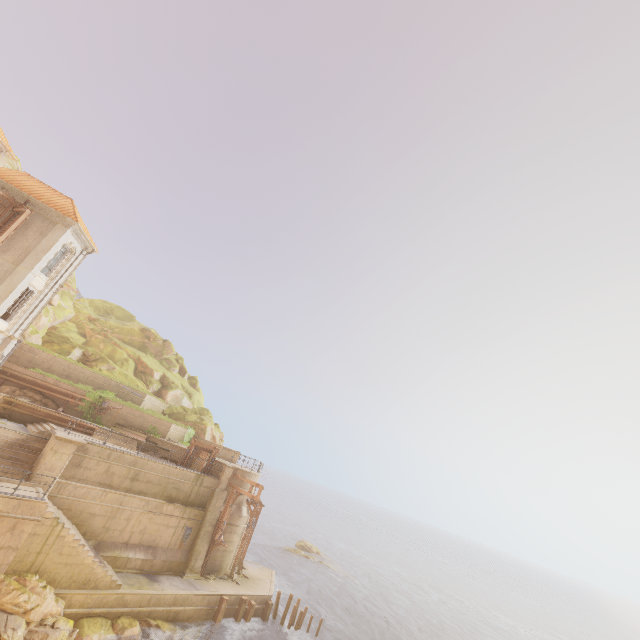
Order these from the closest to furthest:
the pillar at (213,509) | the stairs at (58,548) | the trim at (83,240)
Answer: the stairs at (58,548) → the pillar at (213,509) → the trim at (83,240)

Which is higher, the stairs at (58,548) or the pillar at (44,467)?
the pillar at (44,467)

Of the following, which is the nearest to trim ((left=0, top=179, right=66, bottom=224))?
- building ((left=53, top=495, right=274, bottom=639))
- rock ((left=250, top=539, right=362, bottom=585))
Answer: building ((left=53, top=495, right=274, bottom=639))

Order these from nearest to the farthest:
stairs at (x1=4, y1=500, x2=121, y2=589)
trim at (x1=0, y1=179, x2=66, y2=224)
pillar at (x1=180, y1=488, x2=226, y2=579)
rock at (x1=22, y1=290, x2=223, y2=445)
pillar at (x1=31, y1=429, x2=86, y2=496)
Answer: stairs at (x1=4, y1=500, x2=121, y2=589) → pillar at (x1=31, y1=429, x2=86, y2=496) → trim at (x1=0, y1=179, x2=66, y2=224) → pillar at (x1=180, y1=488, x2=226, y2=579) → rock at (x1=22, y1=290, x2=223, y2=445)

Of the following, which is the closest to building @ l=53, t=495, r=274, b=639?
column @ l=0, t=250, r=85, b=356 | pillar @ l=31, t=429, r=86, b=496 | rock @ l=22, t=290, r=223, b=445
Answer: pillar @ l=31, t=429, r=86, b=496

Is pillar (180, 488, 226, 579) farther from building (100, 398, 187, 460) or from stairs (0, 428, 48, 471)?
stairs (0, 428, 48, 471)

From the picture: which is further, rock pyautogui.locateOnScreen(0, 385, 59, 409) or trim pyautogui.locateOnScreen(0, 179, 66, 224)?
rock pyautogui.locateOnScreen(0, 385, 59, 409)

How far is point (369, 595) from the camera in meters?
41.8
